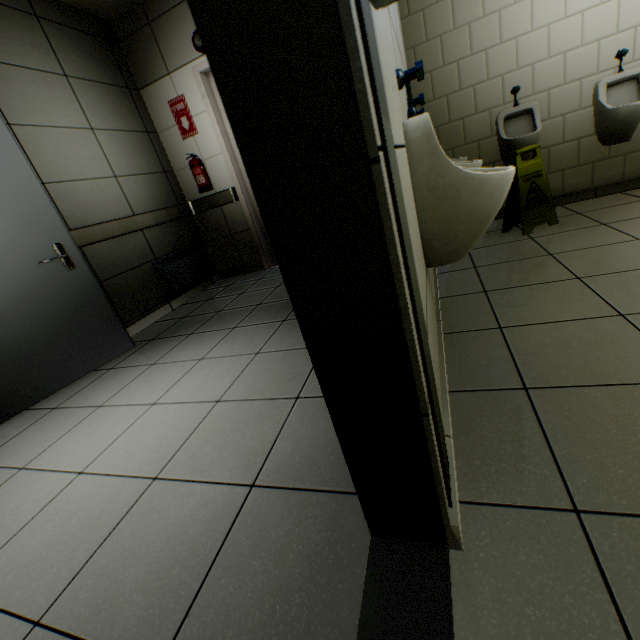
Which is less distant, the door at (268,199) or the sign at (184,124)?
the door at (268,199)

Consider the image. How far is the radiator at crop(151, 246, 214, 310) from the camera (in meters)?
3.95

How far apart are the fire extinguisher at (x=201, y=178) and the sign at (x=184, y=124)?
0.32m

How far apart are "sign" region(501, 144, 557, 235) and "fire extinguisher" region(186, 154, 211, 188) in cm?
355

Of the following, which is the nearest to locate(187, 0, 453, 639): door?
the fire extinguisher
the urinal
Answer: the urinal

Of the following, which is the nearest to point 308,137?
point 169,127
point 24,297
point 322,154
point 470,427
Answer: point 322,154

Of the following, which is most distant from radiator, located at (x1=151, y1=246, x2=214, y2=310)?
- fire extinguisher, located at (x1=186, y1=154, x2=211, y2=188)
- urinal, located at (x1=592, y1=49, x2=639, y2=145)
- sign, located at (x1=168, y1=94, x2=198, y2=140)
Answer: urinal, located at (x1=592, y1=49, x2=639, y2=145)

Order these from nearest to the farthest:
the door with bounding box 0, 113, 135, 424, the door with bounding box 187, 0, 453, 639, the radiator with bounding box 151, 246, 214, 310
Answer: the door with bounding box 187, 0, 453, 639 → the door with bounding box 0, 113, 135, 424 → the radiator with bounding box 151, 246, 214, 310
